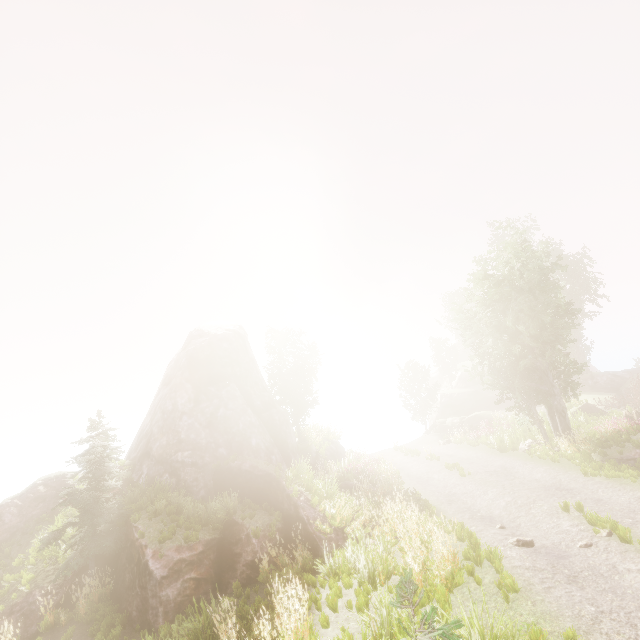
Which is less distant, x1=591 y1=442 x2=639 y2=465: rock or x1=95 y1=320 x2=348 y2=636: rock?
x1=95 y1=320 x2=348 y2=636: rock

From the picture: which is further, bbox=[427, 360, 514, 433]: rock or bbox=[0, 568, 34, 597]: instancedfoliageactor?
bbox=[427, 360, 514, 433]: rock

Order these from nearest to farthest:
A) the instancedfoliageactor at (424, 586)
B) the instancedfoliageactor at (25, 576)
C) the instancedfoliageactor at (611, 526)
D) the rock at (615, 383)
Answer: the instancedfoliageactor at (424, 586), the instancedfoliageactor at (611, 526), the instancedfoliageactor at (25, 576), the rock at (615, 383)

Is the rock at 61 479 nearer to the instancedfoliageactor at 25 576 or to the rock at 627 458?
the instancedfoliageactor at 25 576

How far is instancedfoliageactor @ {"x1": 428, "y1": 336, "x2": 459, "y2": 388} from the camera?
50.7 meters

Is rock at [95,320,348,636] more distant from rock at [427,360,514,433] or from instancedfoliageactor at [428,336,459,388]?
rock at [427,360,514,433]

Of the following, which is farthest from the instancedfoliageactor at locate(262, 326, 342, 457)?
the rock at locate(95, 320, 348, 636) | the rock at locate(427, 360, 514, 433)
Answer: the rock at locate(427, 360, 514, 433)

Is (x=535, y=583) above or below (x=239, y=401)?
below
